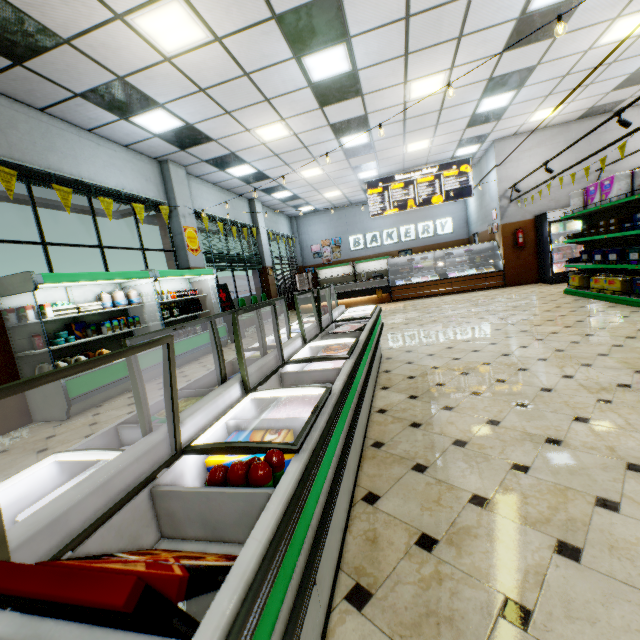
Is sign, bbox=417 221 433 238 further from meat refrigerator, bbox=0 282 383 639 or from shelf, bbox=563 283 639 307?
meat refrigerator, bbox=0 282 383 639

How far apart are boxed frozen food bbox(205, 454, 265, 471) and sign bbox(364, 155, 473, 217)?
13.0m

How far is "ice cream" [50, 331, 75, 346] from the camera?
4.90m

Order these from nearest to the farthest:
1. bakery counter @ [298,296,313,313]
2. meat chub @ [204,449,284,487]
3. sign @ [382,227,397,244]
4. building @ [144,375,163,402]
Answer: meat chub @ [204,449,284,487] < building @ [144,375,163,402] < bakery counter @ [298,296,313,313] < sign @ [382,227,397,244]

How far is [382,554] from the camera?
1.6m

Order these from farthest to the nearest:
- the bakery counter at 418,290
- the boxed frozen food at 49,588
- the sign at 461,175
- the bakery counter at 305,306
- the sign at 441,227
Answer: the sign at 441,227 → the bakery counter at 305,306 → the sign at 461,175 → the bakery counter at 418,290 → the boxed frozen food at 49,588

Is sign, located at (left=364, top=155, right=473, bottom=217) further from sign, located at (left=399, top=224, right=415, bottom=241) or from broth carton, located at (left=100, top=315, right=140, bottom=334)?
broth carton, located at (left=100, top=315, right=140, bottom=334)

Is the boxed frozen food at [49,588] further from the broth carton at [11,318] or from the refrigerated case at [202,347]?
the broth carton at [11,318]
